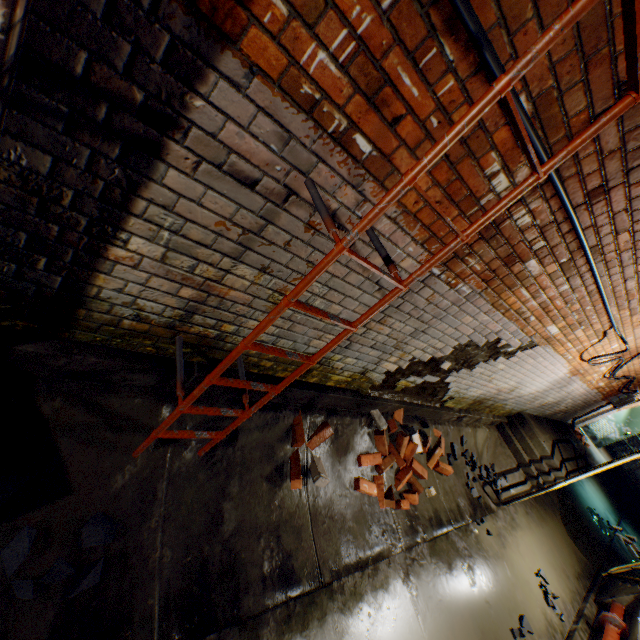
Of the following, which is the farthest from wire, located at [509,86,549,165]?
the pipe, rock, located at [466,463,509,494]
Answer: the pipe

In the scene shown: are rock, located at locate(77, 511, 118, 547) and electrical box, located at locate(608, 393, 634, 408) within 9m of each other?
no

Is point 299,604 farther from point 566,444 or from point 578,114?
point 566,444

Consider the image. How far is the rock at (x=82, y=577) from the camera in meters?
1.6

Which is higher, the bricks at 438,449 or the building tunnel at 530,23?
the building tunnel at 530,23

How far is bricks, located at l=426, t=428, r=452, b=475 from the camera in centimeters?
448cm

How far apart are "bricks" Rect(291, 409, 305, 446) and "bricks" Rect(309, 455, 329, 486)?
0.1 meters

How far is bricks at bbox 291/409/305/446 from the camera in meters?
2.8
